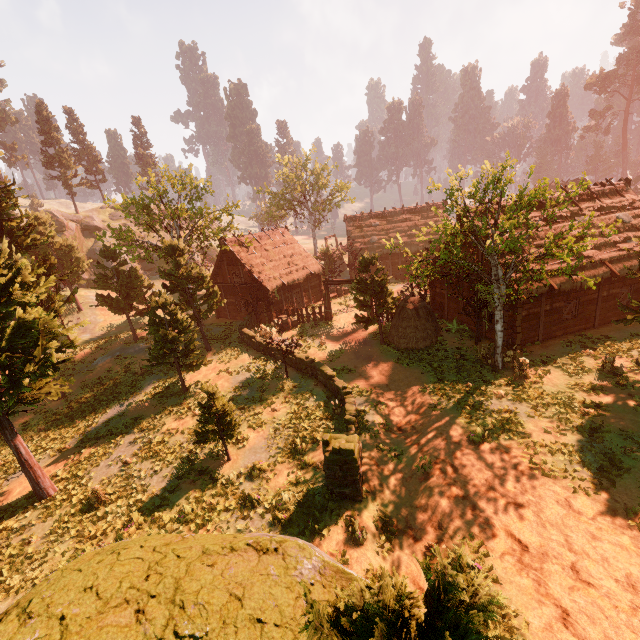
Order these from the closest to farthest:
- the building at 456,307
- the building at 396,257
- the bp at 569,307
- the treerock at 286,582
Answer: the treerock at 286,582 < the bp at 569,307 < the building at 456,307 < the building at 396,257

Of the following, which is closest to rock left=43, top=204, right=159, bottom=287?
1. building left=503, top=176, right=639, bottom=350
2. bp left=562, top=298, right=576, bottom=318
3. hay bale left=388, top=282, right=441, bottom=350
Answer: building left=503, top=176, right=639, bottom=350

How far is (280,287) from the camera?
29.4 meters

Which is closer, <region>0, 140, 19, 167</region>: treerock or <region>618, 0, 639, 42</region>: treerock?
<region>618, 0, 639, 42</region>: treerock

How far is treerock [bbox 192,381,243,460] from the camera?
12.4 meters

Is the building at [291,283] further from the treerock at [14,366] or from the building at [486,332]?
the building at [486,332]

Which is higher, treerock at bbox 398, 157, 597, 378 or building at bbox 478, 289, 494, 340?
treerock at bbox 398, 157, 597, 378

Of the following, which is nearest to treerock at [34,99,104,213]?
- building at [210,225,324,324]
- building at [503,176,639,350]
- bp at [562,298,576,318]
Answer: building at [503,176,639,350]
